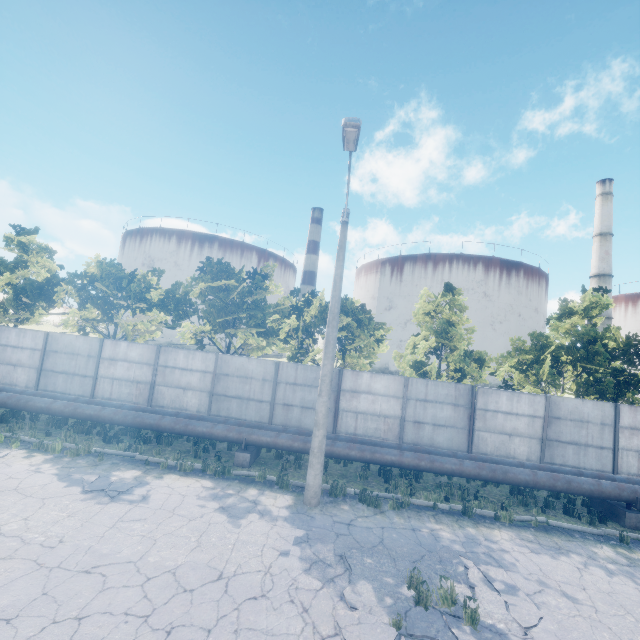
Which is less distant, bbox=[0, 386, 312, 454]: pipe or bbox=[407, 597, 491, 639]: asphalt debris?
bbox=[407, 597, 491, 639]: asphalt debris

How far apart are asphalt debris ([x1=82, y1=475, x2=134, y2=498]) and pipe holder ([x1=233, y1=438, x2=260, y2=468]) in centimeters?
323cm

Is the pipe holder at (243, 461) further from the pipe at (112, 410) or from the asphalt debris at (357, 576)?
the asphalt debris at (357, 576)

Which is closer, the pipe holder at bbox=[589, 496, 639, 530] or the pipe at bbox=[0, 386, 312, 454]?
the pipe holder at bbox=[589, 496, 639, 530]

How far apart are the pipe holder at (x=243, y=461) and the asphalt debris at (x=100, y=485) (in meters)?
3.23

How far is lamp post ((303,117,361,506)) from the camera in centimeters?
832cm

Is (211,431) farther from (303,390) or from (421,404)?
(421,404)

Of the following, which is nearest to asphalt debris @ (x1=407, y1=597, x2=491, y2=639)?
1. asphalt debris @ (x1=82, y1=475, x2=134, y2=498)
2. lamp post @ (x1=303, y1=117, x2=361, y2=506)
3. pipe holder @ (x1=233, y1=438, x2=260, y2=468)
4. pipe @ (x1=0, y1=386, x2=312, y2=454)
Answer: lamp post @ (x1=303, y1=117, x2=361, y2=506)
